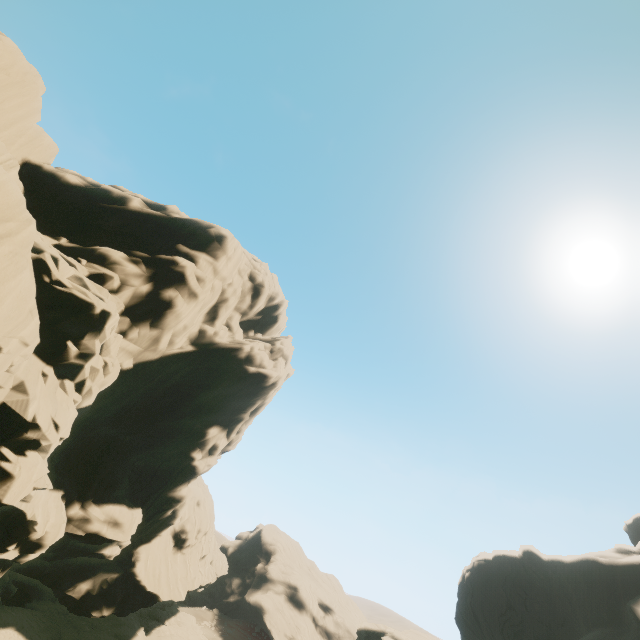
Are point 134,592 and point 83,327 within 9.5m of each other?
no

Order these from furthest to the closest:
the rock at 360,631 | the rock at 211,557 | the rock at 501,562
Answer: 1. the rock at 360,631
2. the rock at 501,562
3. the rock at 211,557

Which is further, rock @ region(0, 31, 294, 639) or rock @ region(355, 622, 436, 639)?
rock @ region(355, 622, 436, 639)

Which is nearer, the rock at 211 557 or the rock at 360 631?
the rock at 211 557

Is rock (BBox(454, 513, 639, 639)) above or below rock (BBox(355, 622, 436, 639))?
above

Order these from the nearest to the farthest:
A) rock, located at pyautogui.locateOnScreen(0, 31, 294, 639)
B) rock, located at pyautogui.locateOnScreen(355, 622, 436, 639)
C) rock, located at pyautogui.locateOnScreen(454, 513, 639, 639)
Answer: rock, located at pyautogui.locateOnScreen(0, 31, 294, 639)
rock, located at pyautogui.locateOnScreen(454, 513, 639, 639)
rock, located at pyautogui.locateOnScreen(355, 622, 436, 639)
